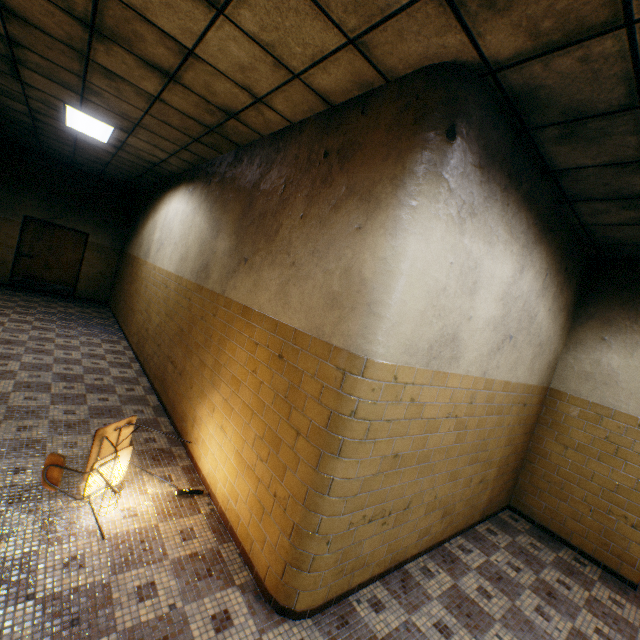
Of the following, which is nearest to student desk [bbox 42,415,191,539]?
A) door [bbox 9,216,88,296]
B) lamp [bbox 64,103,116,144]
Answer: → lamp [bbox 64,103,116,144]

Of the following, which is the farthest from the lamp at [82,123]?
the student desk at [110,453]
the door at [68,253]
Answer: the door at [68,253]

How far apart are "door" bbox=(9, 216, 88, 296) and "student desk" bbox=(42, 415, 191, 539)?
9.9 meters

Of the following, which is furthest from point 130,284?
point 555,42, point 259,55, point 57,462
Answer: point 555,42

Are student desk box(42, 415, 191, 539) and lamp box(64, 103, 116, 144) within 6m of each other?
yes

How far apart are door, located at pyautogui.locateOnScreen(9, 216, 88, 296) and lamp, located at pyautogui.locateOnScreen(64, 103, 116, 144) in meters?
5.7

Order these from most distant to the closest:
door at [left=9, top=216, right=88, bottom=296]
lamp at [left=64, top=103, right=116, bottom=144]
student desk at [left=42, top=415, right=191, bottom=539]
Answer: door at [left=9, top=216, right=88, bottom=296] < lamp at [left=64, top=103, right=116, bottom=144] < student desk at [left=42, top=415, right=191, bottom=539]
